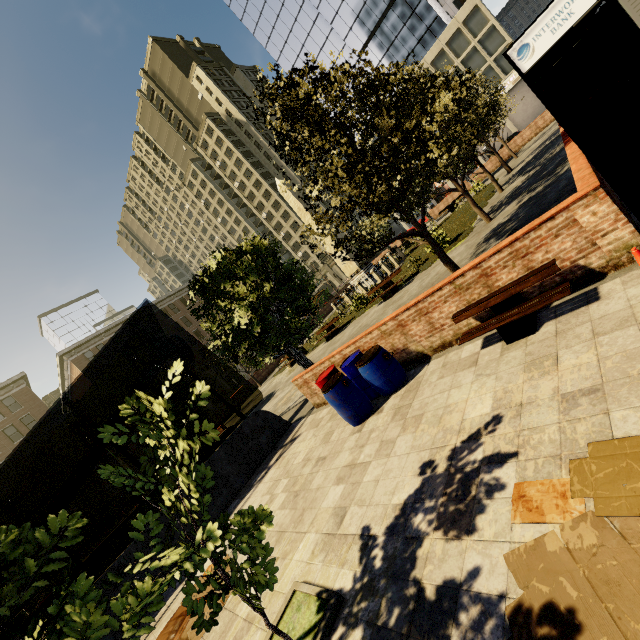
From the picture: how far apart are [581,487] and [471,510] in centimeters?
102cm

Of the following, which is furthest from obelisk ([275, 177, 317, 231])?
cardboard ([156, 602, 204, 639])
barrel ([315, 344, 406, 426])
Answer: cardboard ([156, 602, 204, 639])

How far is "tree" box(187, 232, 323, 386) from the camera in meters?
9.2

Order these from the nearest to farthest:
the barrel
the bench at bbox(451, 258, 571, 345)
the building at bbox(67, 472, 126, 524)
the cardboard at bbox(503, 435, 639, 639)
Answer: the cardboard at bbox(503, 435, 639, 639), the bench at bbox(451, 258, 571, 345), the barrel, the building at bbox(67, 472, 126, 524)

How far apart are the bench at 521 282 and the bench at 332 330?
14.2m

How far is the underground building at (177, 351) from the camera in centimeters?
1077cm

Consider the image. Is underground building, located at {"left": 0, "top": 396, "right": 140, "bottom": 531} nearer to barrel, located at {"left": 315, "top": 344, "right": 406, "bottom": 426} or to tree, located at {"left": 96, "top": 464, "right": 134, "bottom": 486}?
tree, located at {"left": 96, "top": 464, "right": 134, "bottom": 486}

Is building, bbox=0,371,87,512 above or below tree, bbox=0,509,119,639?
above
